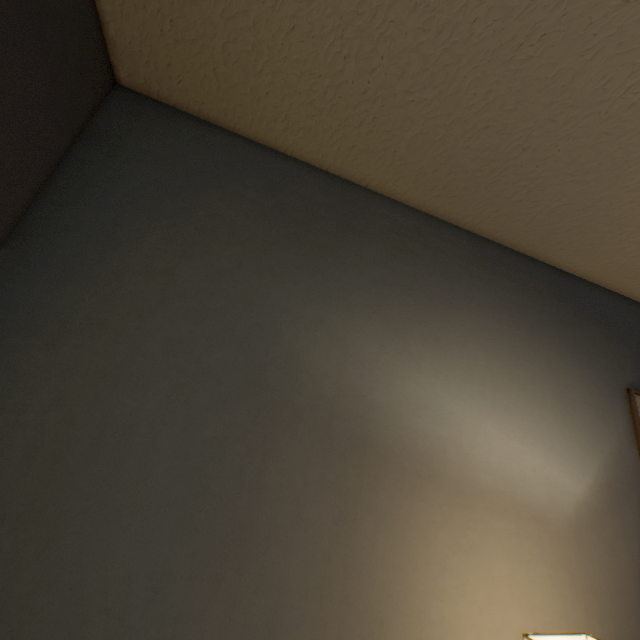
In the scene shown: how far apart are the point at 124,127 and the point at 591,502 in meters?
2.4 m
